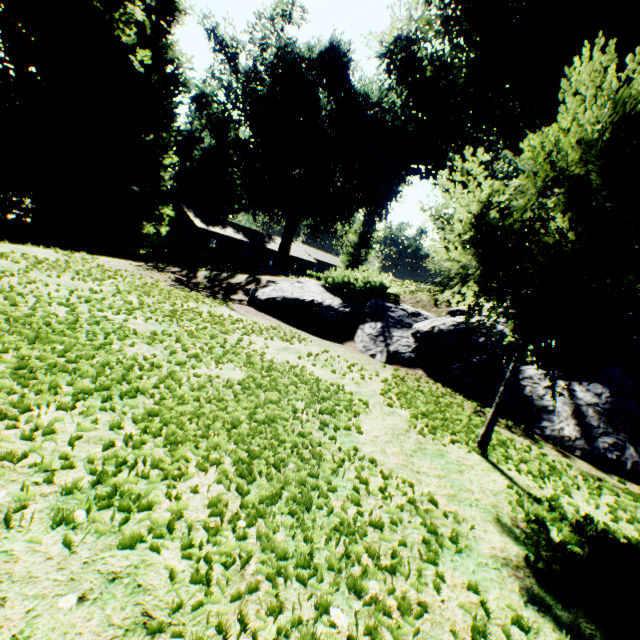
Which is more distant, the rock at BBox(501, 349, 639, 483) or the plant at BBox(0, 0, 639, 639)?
the rock at BBox(501, 349, 639, 483)

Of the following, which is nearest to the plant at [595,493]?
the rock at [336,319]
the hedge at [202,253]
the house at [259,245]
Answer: the hedge at [202,253]

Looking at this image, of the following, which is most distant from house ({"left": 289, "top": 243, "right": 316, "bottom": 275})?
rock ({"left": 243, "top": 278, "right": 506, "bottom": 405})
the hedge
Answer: rock ({"left": 243, "top": 278, "right": 506, "bottom": 405})

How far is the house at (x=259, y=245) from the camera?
41.3 meters

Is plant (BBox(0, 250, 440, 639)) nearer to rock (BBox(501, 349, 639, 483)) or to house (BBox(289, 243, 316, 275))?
rock (BBox(501, 349, 639, 483))

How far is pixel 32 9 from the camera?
14.9 meters

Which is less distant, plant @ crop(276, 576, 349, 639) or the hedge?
plant @ crop(276, 576, 349, 639)
